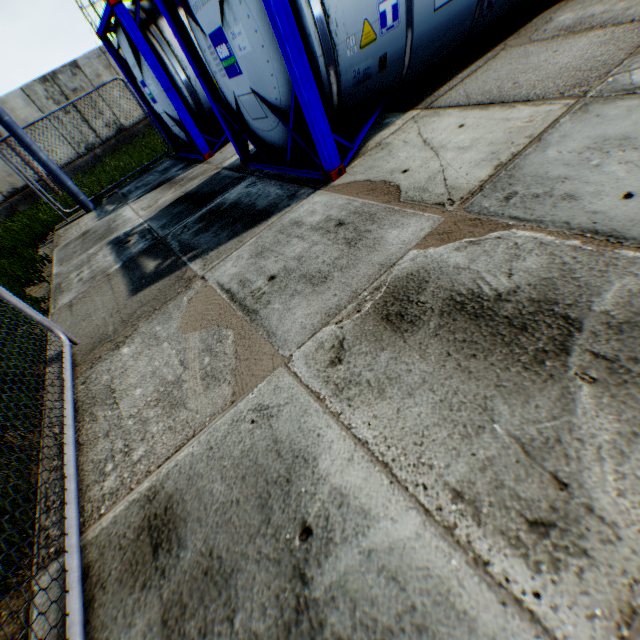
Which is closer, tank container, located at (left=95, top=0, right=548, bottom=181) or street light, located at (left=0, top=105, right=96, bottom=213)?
tank container, located at (left=95, top=0, right=548, bottom=181)

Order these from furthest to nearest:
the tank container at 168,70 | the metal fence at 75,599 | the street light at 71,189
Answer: the street light at 71,189 < the tank container at 168,70 < the metal fence at 75,599

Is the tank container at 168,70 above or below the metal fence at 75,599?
above

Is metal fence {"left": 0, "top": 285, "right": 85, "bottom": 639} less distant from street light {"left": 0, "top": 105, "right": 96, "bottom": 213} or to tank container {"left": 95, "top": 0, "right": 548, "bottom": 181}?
tank container {"left": 95, "top": 0, "right": 548, "bottom": 181}

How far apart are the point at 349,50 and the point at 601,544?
4.69m

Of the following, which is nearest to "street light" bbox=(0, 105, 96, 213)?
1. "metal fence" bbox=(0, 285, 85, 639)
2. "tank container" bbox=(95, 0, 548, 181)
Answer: "tank container" bbox=(95, 0, 548, 181)

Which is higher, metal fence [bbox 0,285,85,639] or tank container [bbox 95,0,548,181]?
tank container [bbox 95,0,548,181]
